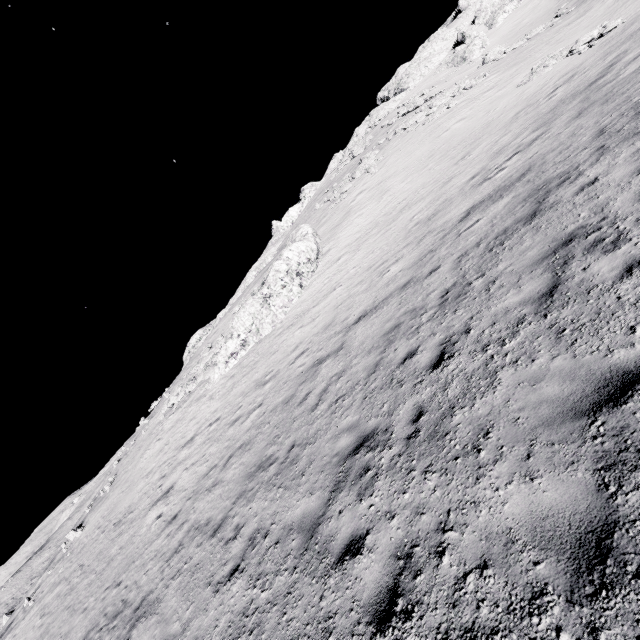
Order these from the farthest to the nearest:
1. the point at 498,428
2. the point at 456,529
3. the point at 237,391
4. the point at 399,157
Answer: the point at 399,157 → the point at 237,391 → the point at 498,428 → the point at 456,529

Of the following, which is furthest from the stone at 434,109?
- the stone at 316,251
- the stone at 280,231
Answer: the stone at 280,231

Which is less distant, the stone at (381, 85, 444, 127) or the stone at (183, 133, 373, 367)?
the stone at (183, 133, 373, 367)

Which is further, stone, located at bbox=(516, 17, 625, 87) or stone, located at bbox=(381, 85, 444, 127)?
stone, located at bbox=(381, 85, 444, 127)

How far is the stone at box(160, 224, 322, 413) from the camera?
20.52m

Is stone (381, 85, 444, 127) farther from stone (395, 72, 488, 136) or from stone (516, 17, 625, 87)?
stone (516, 17, 625, 87)

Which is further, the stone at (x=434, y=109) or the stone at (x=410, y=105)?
the stone at (x=410, y=105)

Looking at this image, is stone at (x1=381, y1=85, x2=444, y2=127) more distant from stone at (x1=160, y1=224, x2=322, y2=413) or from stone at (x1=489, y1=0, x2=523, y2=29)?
stone at (x1=489, y1=0, x2=523, y2=29)
